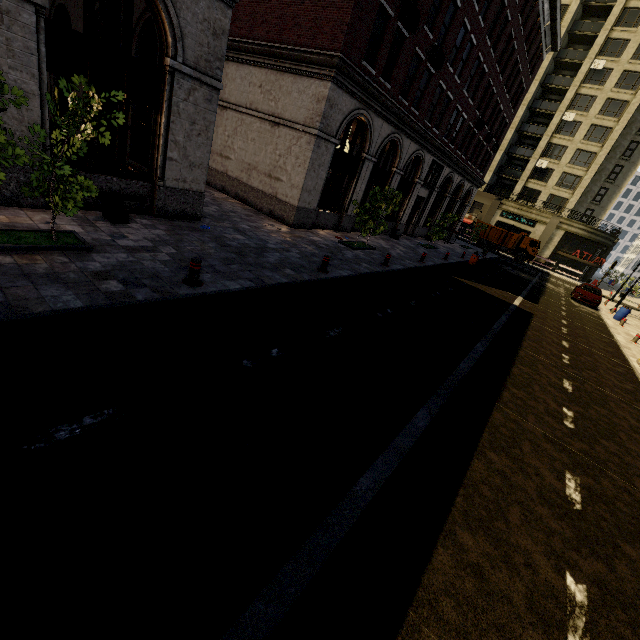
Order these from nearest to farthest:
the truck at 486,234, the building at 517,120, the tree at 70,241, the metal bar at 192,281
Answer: the tree at 70,241 → the metal bar at 192,281 → the building at 517,120 → the truck at 486,234

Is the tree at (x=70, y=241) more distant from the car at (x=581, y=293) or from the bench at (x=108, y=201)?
the car at (x=581, y=293)

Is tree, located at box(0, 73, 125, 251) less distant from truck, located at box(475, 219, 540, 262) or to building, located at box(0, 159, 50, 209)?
building, located at box(0, 159, 50, 209)

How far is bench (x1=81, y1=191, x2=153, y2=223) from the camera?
8.6 meters

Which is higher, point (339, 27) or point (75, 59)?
point (339, 27)

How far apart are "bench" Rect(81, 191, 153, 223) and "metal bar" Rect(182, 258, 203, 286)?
3.50m

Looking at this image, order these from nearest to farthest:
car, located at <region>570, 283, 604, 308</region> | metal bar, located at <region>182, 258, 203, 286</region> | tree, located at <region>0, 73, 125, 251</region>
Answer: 1. tree, located at <region>0, 73, 125, 251</region>
2. metal bar, located at <region>182, 258, 203, 286</region>
3. car, located at <region>570, 283, 604, 308</region>

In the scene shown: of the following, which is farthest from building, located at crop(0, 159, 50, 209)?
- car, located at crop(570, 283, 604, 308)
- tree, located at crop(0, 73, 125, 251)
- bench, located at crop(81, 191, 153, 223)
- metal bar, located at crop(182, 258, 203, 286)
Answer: car, located at crop(570, 283, 604, 308)
